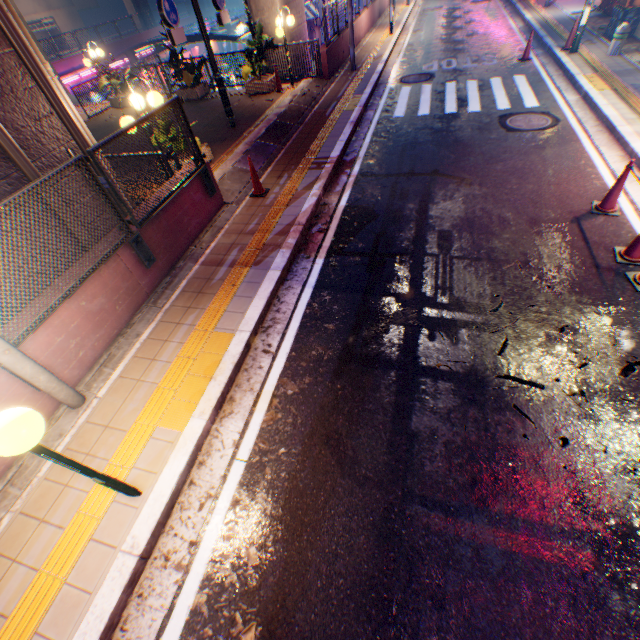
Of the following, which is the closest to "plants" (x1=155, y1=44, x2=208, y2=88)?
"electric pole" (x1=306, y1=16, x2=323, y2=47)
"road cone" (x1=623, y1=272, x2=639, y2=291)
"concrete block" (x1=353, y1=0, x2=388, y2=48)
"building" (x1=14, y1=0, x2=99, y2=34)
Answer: "concrete block" (x1=353, y1=0, x2=388, y2=48)

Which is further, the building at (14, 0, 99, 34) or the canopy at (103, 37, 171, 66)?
the building at (14, 0, 99, 34)

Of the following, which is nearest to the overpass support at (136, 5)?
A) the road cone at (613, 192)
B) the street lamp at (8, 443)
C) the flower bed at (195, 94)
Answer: the flower bed at (195, 94)

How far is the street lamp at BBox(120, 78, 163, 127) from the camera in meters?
6.0 m

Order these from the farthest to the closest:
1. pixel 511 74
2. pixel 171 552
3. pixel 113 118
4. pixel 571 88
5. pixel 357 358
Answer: pixel 113 118 → pixel 511 74 → pixel 571 88 → pixel 357 358 → pixel 171 552

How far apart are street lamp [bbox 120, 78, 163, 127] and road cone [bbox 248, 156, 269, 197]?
1.6m

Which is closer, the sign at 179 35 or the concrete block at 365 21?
the sign at 179 35

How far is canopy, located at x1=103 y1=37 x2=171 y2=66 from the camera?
24.4 meters
